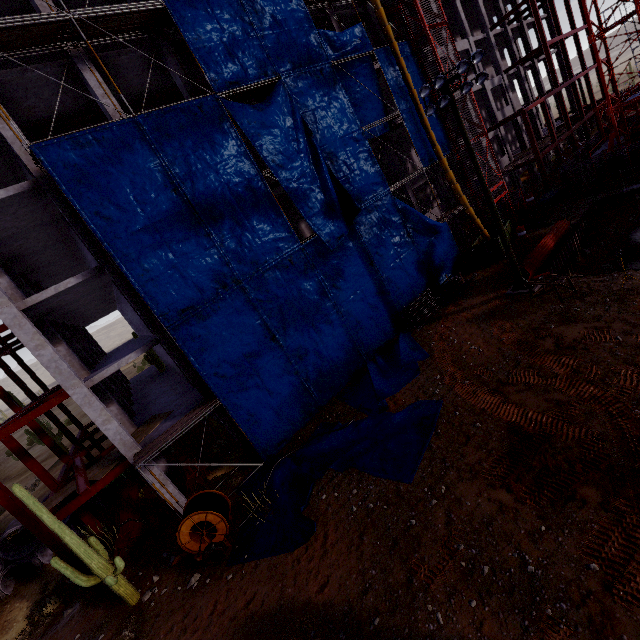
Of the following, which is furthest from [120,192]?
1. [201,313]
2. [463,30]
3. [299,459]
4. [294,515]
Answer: [463,30]

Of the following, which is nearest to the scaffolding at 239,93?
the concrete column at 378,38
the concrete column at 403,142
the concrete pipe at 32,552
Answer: the concrete column at 403,142

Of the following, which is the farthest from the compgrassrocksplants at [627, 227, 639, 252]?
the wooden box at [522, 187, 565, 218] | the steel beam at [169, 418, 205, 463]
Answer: the steel beam at [169, 418, 205, 463]

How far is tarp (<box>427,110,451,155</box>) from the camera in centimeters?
2339cm

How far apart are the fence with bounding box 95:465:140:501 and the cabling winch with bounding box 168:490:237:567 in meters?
10.6

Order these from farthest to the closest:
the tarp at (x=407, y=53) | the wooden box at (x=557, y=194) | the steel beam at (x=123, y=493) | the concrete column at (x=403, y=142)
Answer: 1. the concrete column at (x=403, y=142)
2. the wooden box at (x=557, y=194)
3. the tarp at (x=407, y=53)
4. the steel beam at (x=123, y=493)

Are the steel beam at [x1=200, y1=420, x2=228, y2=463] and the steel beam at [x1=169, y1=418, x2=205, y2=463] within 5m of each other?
yes

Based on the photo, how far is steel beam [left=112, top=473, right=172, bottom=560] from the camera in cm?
1491
